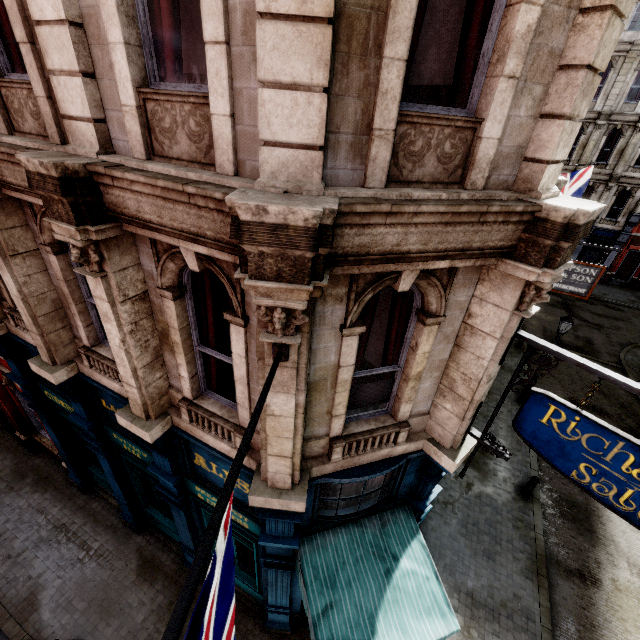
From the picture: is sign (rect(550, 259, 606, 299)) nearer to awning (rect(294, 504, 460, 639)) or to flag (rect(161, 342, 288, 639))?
awning (rect(294, 504, 460, 639))

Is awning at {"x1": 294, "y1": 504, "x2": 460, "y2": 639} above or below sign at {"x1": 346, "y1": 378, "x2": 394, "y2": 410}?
below

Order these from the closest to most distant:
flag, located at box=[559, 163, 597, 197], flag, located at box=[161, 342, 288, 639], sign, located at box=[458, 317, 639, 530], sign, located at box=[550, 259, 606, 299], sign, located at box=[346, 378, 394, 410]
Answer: flag, located at box=[161, 342, 288, 639] → sign, located at box=[458, 317, 639, 530] → sign, located at box=[346, 378, 394, 410] → sign, located at box=[550, 259, 606, 299] → flag, located at box=[559, 163, 597, 197]

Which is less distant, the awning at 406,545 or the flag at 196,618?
the flag at 196,618

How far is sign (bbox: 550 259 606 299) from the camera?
9.50m

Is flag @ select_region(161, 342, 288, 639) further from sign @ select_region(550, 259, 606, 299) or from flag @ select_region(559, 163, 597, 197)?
flag @ select_region(559, 163, 597, 197)

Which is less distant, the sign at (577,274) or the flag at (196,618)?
the flag at (196,618)

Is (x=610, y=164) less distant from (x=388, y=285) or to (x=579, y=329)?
(x=579, y=329)
